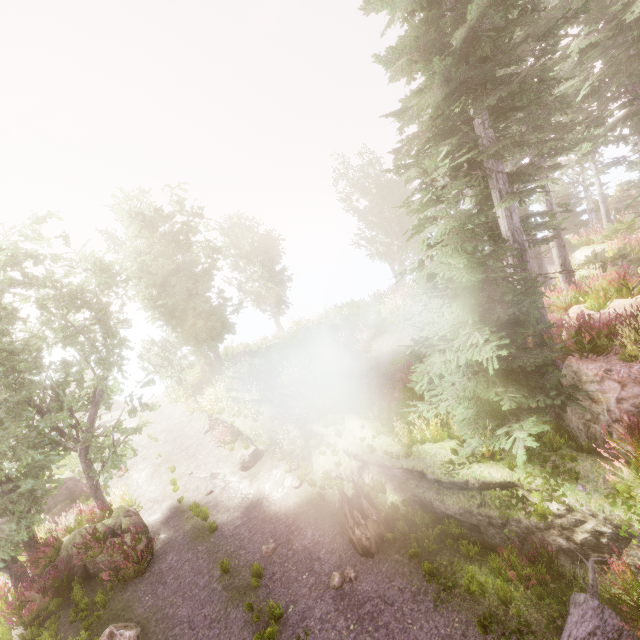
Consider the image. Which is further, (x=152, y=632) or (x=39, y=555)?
(x=39, y=555)

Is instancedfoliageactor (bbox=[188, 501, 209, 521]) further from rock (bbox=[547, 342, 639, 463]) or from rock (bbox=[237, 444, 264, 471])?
rock (bbox=[237, 444, 264, 471])

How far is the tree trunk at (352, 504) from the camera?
7.6m

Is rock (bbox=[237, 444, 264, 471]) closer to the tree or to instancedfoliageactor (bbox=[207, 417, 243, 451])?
instancedfoliageactor (bbox=[207, 417, 243, 451])

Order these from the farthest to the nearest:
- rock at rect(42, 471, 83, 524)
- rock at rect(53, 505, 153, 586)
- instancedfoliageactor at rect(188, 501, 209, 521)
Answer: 1. rock at rect(42, 471, 83, 524)
2. instancedfoliageactor at rect(188, 501, 209, 521)
3. rock at rect(53, 505, 153, 586)

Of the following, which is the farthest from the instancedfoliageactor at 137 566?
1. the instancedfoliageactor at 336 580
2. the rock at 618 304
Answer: the instancedfoliageactor at 336 580

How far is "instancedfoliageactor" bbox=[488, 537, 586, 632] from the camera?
5.3 meters

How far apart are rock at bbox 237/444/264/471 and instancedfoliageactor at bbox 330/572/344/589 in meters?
6.2 m
